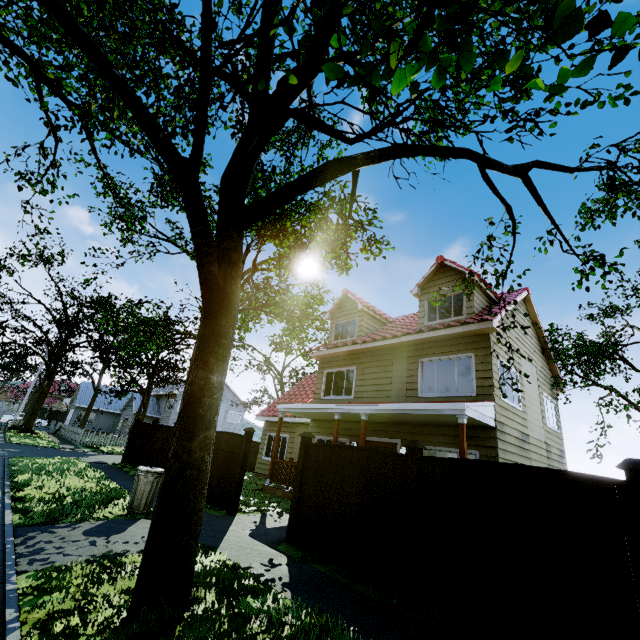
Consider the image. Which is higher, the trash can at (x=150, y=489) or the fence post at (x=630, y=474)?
the fence post at (x=630, y=474)

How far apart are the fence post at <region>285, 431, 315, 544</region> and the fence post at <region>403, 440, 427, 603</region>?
2.6 meters

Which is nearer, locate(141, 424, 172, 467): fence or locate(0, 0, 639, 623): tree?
locate(0, 0, 639, 623): tree

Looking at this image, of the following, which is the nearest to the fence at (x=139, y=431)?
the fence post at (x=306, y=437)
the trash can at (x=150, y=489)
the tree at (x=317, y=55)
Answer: the fence post at (x=306, y=437)

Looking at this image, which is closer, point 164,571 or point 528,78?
point 164,571

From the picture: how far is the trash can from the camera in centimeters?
734cm

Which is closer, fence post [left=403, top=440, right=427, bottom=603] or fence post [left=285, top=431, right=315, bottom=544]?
fence post [left=403, top=440, right=427, bottom=603]

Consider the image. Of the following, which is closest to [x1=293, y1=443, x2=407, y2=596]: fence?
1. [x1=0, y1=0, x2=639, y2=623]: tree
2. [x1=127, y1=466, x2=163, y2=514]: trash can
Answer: [x1=0, y1=0, x2=639, y2=623]: tree
